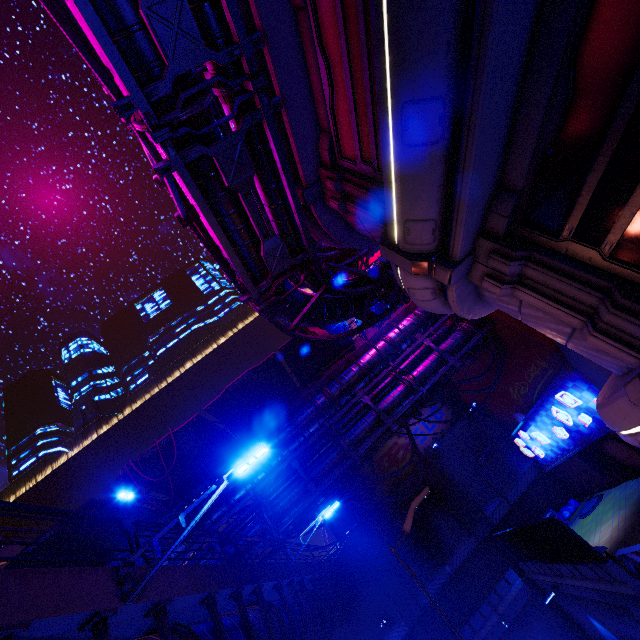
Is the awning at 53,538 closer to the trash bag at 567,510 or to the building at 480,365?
the building at 480,365

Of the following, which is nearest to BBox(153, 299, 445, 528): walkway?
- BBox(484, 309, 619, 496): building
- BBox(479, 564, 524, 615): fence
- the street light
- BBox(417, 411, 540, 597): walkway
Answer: BBox(484, 309, 619, 496): building

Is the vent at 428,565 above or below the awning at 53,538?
below

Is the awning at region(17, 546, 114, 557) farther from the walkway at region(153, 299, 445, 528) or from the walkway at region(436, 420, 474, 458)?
the walkway at region(436, 420, 474, 458)

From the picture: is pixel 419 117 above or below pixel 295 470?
below

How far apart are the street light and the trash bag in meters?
27.1

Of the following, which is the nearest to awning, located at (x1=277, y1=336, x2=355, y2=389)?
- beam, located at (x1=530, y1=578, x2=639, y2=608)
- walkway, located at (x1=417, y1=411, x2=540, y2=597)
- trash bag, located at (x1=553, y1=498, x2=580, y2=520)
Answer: walkway, located at (x1=417, y1=411, x2=540, y2=597)

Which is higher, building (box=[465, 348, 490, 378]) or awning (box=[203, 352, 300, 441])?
awning (box=[203, 352, 300, 441])
